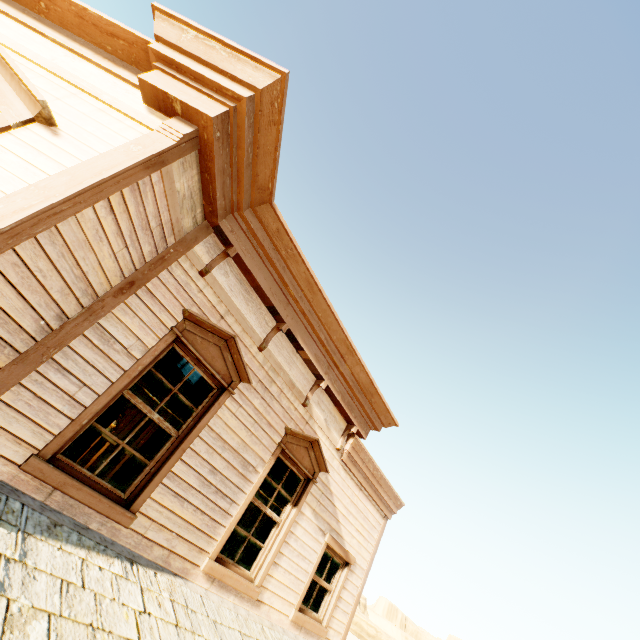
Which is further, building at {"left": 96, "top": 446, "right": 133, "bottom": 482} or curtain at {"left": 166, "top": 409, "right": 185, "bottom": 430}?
building at {"left": 96, "top": 446, "right": 133, "bottom": 482}

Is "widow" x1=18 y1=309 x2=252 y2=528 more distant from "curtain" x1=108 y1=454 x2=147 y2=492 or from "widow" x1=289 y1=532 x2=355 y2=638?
"widow" x1=289 y1=532 x2=355 y2=638

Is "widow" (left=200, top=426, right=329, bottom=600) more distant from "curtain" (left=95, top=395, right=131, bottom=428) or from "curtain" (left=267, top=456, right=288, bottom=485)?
"curtain" (left=95, top=395, right=131, bottom=428)

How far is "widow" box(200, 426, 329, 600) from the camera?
4.4 meters

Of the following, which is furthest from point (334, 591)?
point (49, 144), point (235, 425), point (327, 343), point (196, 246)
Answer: point (49, 144)

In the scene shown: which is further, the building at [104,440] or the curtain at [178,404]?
the building at [104,440]

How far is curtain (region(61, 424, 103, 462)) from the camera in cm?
334
